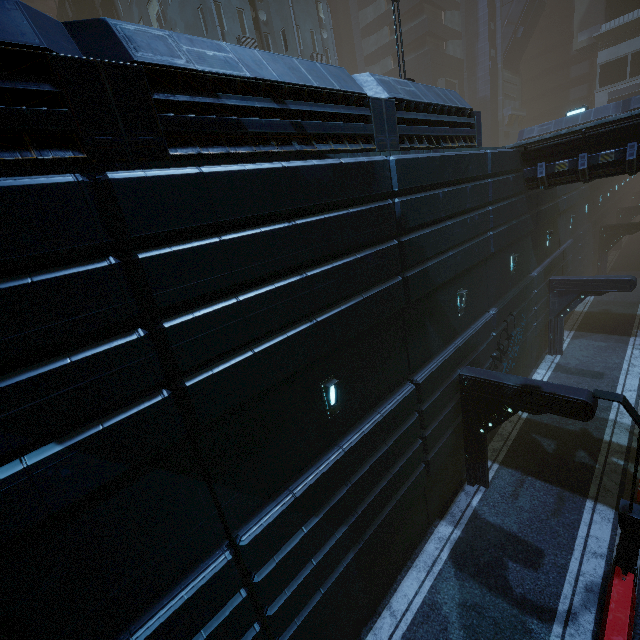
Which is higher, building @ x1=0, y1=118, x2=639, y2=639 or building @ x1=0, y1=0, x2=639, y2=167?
building @ x1=0, y1=0, x2=639, y2=167

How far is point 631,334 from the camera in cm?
2038

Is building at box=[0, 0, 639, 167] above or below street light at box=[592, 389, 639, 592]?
above

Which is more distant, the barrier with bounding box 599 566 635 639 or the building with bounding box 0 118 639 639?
the barrier with bounding box 599 566 635 639

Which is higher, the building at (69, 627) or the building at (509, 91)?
the building at (509, 91)

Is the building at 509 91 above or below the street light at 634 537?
above

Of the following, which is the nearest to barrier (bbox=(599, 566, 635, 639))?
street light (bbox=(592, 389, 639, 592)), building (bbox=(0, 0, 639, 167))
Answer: street light (bbox=(592, 389, 639, 592))
